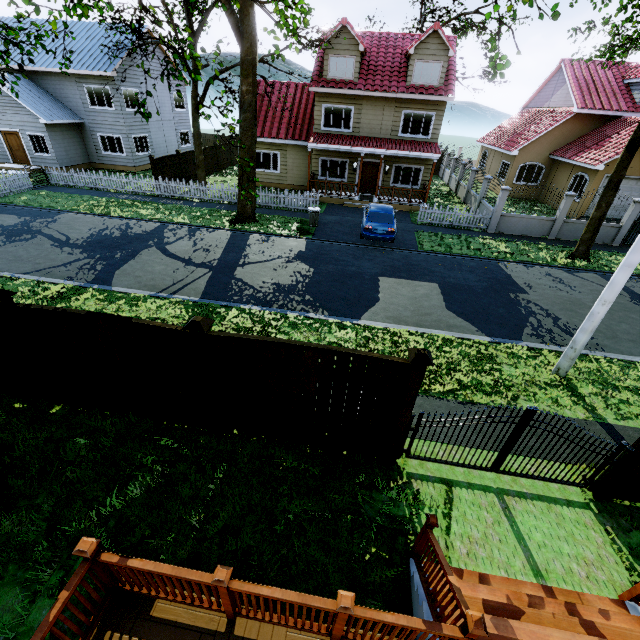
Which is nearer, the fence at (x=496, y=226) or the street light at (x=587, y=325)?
the street light at (x=587, y=325)

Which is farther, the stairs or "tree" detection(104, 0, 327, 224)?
"tree" detection(104, 0, 327, 224)

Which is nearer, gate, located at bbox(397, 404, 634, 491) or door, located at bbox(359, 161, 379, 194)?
gate, located at bbox(397, 404, 634, 491)

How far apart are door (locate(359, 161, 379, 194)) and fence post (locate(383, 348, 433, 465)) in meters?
20.2 m

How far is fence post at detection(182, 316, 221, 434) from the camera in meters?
4.8

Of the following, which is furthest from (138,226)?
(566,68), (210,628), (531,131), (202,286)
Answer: (566,68)

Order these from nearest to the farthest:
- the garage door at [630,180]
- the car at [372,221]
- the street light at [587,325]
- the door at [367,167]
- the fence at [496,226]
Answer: the street light at [587,325]
the car at [372,221]
the fence at [496,226]
the garage door at [630,180]
the door at [367,167]

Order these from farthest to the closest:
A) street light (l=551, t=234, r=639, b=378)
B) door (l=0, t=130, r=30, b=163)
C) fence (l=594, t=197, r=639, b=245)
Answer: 1. door (l=0, t=130, r=30, b=163)
2. fence (l=594, t=197, r=639, b=245)
3. street light (l=551, t=234, r=639, b=378)
